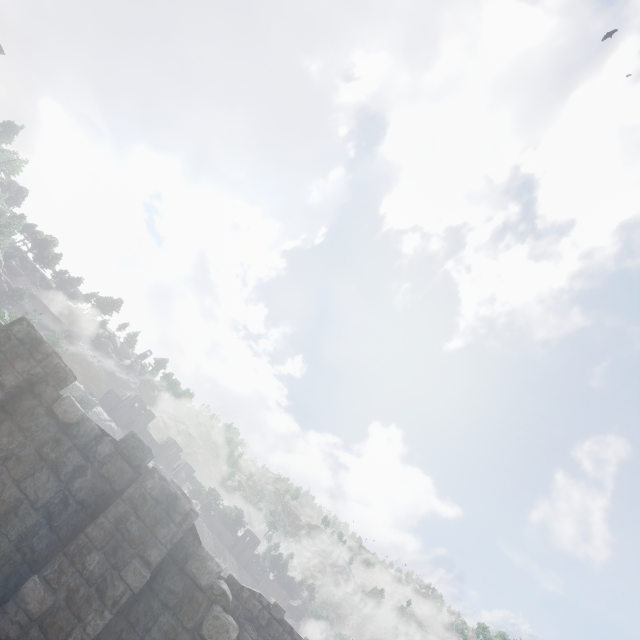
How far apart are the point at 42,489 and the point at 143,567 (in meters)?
2.35
